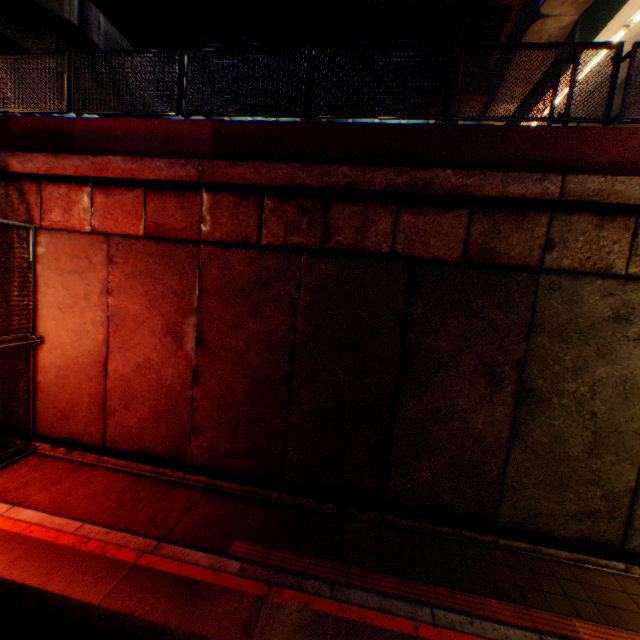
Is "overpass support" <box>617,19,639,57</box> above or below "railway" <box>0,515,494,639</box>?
above

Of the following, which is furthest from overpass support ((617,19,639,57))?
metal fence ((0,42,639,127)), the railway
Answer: the railway

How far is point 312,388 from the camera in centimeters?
611cm

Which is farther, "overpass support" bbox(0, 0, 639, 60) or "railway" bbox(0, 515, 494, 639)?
"overpass support" bbox(0, 0, 639, 60)

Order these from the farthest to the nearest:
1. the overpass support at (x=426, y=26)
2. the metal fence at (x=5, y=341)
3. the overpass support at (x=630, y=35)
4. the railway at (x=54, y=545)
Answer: the overpass support at (x=426, y=26) → the overpass support at (x=630, y=35) → the metal fence at (x=5, y=341) → the railway at (x=54, y=545)

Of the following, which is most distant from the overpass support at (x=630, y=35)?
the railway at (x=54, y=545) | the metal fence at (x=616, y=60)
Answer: the railway at (x=54, y=545)

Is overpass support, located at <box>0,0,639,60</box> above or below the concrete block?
above

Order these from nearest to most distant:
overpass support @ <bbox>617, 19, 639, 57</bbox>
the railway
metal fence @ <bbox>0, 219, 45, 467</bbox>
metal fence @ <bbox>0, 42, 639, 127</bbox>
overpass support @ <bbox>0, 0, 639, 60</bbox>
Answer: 1. the railway
2. metal fence @ <bbox>0, 42, 639, 127</bbox>
3. metal fence @ <bbox>0, 219, 45, 467</bbox>
4. overpass support @ <bbox>617, 19, 639, 57</bbox>
5. overpass support @ <bbox>0, 0, 639, 60</bbox>
